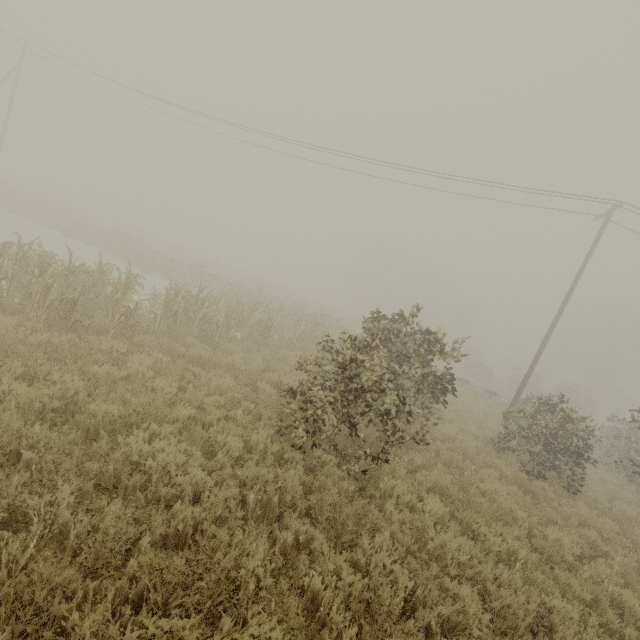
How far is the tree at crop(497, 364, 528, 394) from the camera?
37.0 meters

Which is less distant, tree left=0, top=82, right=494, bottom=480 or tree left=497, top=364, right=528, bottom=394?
tree left=0, top=82, right=494, bottom=480

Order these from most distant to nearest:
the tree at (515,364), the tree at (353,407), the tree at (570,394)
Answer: the tree at (515,364)
the tree at (570,394)
the tree at (353,407)

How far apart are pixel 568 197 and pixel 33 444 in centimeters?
2129cm

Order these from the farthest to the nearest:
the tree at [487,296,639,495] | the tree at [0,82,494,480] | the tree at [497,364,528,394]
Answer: the tree at [497,364,528,394] → the tree at [487,296,639,495] → the tree at [0,82,494,480]

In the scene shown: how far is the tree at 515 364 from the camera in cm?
3700
